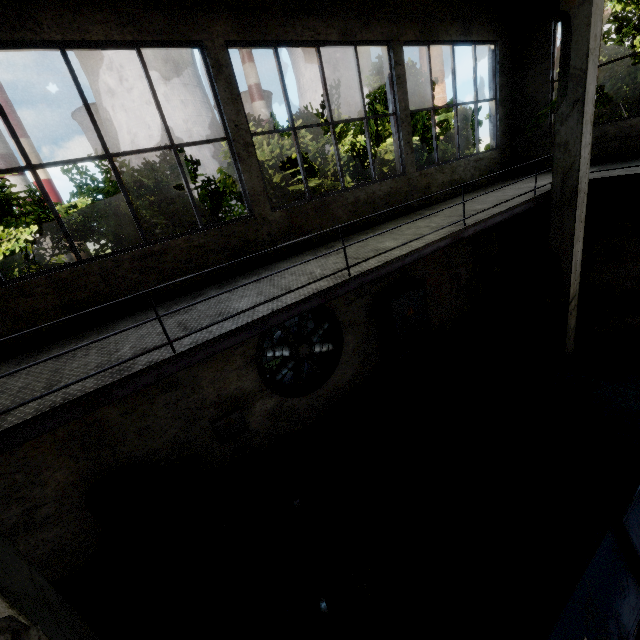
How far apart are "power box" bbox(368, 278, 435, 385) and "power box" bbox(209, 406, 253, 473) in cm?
373

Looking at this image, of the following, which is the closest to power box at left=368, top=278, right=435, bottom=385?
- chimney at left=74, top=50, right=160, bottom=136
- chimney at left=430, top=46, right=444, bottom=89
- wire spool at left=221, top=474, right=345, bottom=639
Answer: wire spool at left=221, top=474, right=345, bottom=639

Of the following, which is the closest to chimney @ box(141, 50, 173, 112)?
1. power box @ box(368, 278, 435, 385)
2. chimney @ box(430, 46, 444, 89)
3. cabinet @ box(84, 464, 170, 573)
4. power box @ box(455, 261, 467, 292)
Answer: chimney @ box(430, 46, 444, 89)

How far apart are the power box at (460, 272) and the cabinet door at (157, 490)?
8.7m

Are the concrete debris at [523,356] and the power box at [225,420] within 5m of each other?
no

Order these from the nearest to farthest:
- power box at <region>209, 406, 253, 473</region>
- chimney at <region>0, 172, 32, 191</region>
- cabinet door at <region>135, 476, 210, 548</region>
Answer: cabinet door at <region>135, 476, 210, 548</region> < power box at <region>209, 406, 253, 473</region> < chimney at <region>0, 172, 32, 191</region>

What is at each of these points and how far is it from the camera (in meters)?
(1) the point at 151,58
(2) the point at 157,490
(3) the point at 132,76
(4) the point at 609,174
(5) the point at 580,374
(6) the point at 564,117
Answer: (1) chimney, 57.75
(2) cabinet door, 5.14
(3) chimney, 57.53
(4) elevated walkway, 6.73
(5) cable machine, 4.74
(6) column, 6.04

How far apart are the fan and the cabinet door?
2.3 meters
